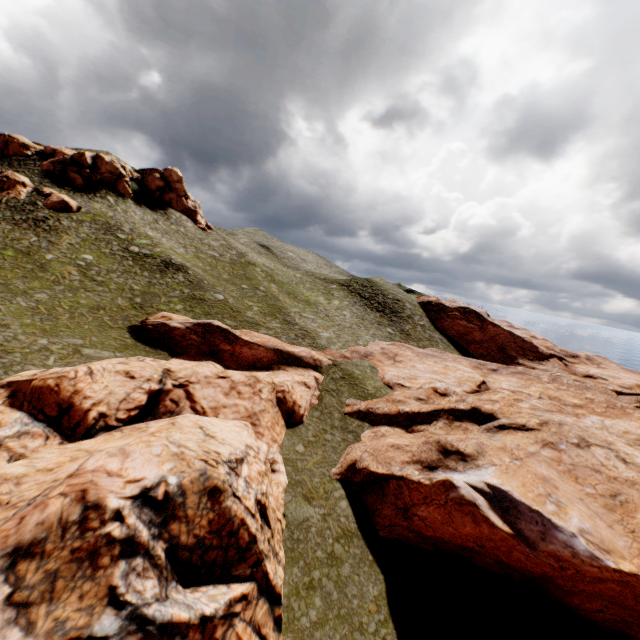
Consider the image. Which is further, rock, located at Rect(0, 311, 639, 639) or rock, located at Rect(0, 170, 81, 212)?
rock, located at Rect(0, 170, 81, 212)

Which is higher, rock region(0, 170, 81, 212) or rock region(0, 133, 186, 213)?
rock region(0, 133, 186, 213)

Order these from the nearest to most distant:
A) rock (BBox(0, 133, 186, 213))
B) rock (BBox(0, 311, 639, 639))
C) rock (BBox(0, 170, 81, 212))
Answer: rock (BBox(0, 311, 639, 639)), rock (BBox(0, 170, 81, 212)), rock (BBox(0, 133, 186, 213))

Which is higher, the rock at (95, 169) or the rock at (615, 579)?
the rock at (95, 169)

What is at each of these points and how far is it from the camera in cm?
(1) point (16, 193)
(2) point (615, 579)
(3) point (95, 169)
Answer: (1) rock, 3956
(2) rock, 1527
(3) rock, 4866

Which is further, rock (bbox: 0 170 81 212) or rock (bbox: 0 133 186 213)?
rock (bbox: 0 133 186 213)

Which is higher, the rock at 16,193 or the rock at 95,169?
the rock at 95,169
